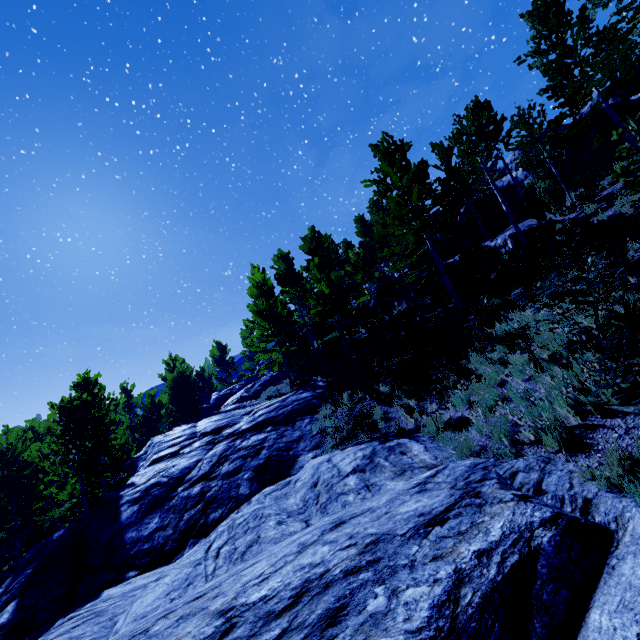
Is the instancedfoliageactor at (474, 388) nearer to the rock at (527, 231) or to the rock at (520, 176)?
the rock at (520, 176)

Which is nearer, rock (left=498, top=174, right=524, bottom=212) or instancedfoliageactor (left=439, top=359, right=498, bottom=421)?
instancedfoliageactor (left=439, top=359, right=498, bottom=421)

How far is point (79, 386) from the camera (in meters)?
16.52

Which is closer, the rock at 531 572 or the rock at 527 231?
the rock at 531 572

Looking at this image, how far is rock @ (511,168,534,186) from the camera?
22.3m

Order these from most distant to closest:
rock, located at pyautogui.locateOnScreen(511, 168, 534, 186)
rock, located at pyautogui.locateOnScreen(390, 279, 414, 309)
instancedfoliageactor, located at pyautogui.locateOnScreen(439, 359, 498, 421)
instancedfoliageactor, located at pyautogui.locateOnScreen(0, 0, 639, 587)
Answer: rock, located at pyautogui.locateOnScreen(390, 279, 414, 309), rock, located at pyautogui.locateOnScreen(511, 168, 534, 186), instancedfoliageactor, located at pyautogui.locateOnScreen(0, 0, 639, 587), instancedfoliageactor, located at pyautogui.locateOnScreen(439, 359, 498, 421)
